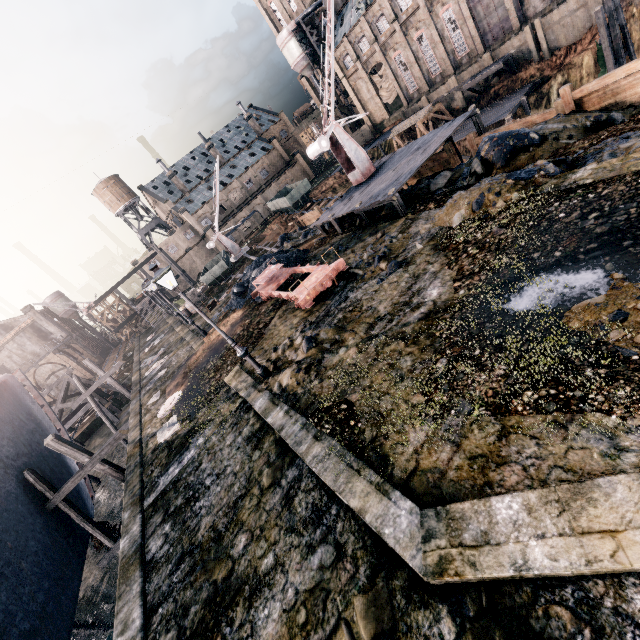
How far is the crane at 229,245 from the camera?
45.4m

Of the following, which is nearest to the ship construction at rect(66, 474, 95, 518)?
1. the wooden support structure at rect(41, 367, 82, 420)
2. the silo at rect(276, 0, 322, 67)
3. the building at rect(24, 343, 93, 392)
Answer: the wooden support structure at rect(41, 367, 82, 420)

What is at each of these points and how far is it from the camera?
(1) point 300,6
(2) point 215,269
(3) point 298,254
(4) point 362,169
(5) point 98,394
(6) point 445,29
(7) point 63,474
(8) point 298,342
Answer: (1) building, 58.06m
(2) rail car container, 38.03m
(3) coal pile, 23.94m
(4) crane, 23.92m
(5) wooden support structure, 32.06m
(6) building, 42.91m
(7) ship construction, 15.85m
(8) stone debris, 13.38m

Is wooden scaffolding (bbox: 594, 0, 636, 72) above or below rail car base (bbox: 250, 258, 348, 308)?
below

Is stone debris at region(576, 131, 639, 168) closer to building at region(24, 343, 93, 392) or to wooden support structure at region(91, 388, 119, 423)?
wooden support structure at region(91, 388, 119, 423)

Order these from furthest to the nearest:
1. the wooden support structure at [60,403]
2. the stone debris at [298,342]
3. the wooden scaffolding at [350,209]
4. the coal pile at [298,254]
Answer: the wooden support structure at [60,403]
the coal pile at [298,254]
the wooden scaffolding at [350,209]
the stone debris at [298,342]

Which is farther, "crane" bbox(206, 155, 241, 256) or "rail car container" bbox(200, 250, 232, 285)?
"crane" bbox(206, 155, 241, 256)

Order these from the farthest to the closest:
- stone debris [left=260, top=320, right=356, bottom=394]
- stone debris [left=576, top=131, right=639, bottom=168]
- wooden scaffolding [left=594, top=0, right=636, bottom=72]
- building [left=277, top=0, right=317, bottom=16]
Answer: building [left=277, top=0, right=317, bottom=16], wooden scaffolding [left=594, top=0, right=636, bottom=72], stone debris [left=260, top=320, right=356, bottom=394], stone debris [left=576, top=131, right=639, bottom=168]
